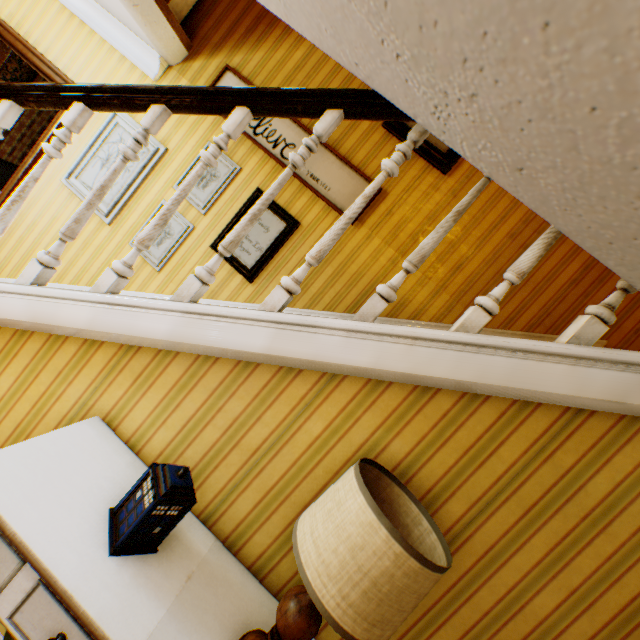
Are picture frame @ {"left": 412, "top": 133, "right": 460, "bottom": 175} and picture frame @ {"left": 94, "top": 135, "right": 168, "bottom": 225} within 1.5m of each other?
no

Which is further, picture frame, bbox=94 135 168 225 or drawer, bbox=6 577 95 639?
picture frame, bbox=94 135 168 225

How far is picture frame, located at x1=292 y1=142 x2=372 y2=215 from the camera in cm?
300

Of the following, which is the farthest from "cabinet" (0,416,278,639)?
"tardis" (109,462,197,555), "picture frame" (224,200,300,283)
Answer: "picture frame" (224,200,300,283)

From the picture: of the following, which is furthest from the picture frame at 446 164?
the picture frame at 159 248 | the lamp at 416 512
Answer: the lamp at 416 512

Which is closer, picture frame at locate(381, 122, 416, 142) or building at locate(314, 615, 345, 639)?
building at locate(314, 615, 345, 639)

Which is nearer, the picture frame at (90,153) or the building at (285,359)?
the building at (285,359)

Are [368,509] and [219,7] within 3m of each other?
no
